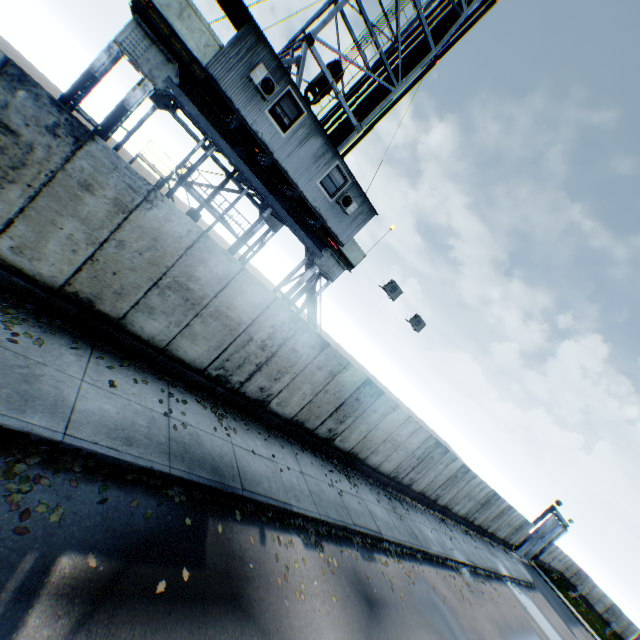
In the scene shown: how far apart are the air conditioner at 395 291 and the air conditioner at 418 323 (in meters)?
1.83

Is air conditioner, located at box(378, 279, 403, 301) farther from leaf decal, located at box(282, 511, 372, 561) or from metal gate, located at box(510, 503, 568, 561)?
metal gate, located at box(510, 503, 568, 561)

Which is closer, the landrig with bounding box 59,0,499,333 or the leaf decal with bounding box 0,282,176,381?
the leaf decal with bounding box 0,282,176,381

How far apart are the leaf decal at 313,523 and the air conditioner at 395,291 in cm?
895

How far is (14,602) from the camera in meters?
3.3

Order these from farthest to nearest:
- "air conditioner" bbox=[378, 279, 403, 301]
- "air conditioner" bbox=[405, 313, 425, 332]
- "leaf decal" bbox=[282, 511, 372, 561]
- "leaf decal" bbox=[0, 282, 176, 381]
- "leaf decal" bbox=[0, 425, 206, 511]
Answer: "air conditioner" bbox=[405, 313, 425, 332], "air conditioner" bbox=[378, 279, 403, 301], "leaf decal" bbox=[282, 511, 372, 561], "leaf decal" bbox=[0, 282, 176, 381], "leaf decal" bbox=[0, 425, 206, 511]

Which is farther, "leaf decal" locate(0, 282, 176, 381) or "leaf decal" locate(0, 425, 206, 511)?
"leaf decal" locate(0, 282, 176, 381)

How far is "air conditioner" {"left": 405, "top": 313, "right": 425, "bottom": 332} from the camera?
15.71m
